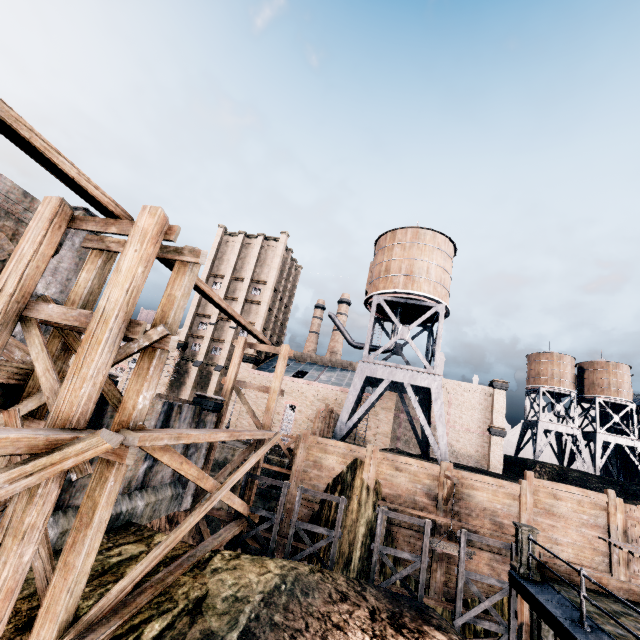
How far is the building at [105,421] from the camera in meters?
12.1 m

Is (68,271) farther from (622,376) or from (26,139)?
(622,376)

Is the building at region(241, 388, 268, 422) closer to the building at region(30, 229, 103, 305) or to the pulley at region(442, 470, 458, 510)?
the pulley at region(442, 470, 458, 510)

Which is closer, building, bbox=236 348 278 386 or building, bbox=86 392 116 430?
building, bbox=86 392 116 430

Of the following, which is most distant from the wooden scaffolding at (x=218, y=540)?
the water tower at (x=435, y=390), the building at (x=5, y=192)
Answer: the water tower at (x=435, y=390)

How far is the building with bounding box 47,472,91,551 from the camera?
10.9m

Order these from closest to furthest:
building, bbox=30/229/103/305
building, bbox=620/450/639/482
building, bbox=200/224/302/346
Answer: building, bbox=30/229/103/305 → building, bbox=200/224/302/346 → building, bbox=620/450/639/482

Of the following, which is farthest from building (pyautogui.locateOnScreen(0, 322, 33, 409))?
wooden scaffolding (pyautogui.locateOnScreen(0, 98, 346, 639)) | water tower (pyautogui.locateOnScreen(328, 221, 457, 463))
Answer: water tower (pyautogui.locateOnScreen(328, 221, 457, 463))
